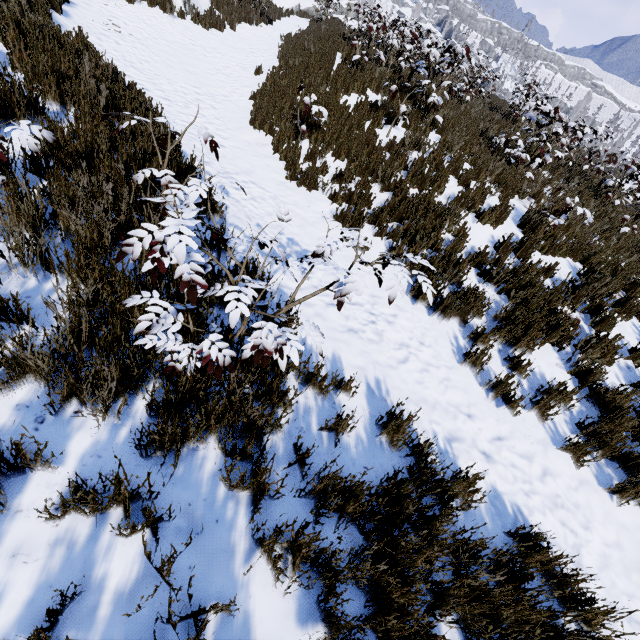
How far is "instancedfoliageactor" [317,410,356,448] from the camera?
2.4 meters

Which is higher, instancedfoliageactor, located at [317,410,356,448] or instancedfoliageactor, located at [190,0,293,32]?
instancedfoliageactor, located at [190,0,293,32]

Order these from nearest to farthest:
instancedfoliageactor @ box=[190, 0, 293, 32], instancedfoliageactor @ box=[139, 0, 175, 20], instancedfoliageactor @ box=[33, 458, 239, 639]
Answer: instancedfoliageactor @ box=[33, 458, 239, 639]
instancedfoliageactor @ box=[139, 0, 175, 20]
instancedfoliageactor @ box=[190, 0, 293, 32]

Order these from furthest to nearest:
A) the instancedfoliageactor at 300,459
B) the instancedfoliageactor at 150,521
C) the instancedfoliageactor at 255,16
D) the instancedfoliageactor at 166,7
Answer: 1. the instancedfoliageactor at 255,16
2. the instancedfoliageactor at 166,7
3. the instancedfoliageactor at 300,459
4. the instancedfoliageactor at 150,521

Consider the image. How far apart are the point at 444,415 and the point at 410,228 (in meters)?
3.24

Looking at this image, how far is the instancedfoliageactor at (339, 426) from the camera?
2.42m

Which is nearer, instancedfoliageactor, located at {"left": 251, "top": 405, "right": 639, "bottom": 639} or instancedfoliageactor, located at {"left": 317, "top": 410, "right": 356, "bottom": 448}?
instancedfoliageactor, located at {"left": 251, "top": 405, "right": 639, "bottom": 639}
